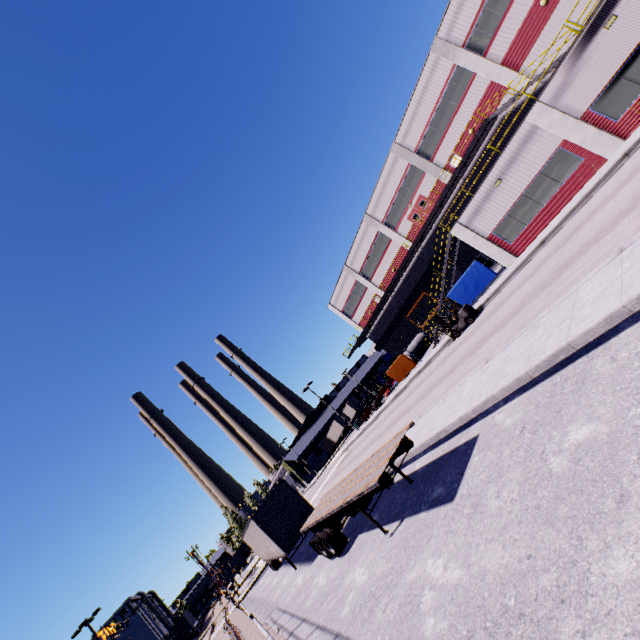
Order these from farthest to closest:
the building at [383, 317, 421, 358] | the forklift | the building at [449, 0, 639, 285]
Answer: the building at [383, 317, 421, 358], the forklift, the building at [449, 0, 639, 285]

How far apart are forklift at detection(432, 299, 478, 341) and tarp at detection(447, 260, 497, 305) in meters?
3.3 m

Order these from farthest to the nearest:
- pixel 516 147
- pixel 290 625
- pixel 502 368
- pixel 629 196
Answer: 1. pixel 516 147
2. pixel 290 625
3. pixel 629 196
4. pixel 502 368

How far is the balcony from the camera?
25.5 meters

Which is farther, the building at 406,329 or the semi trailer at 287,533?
the building at 406,329

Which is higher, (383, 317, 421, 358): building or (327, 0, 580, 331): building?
(327, 0, 580, 331): building

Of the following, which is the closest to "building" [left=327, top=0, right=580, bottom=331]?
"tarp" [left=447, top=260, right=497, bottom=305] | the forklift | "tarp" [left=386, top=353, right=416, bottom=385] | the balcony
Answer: the balcony

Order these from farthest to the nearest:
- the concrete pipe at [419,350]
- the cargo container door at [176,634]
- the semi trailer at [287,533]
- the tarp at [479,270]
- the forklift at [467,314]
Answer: the cargo container door at [176,634] → the concrete pipe at [419,350] → the tarp at [479,270] → the forklift at [467,314] → the semi trailer at [287,533]
